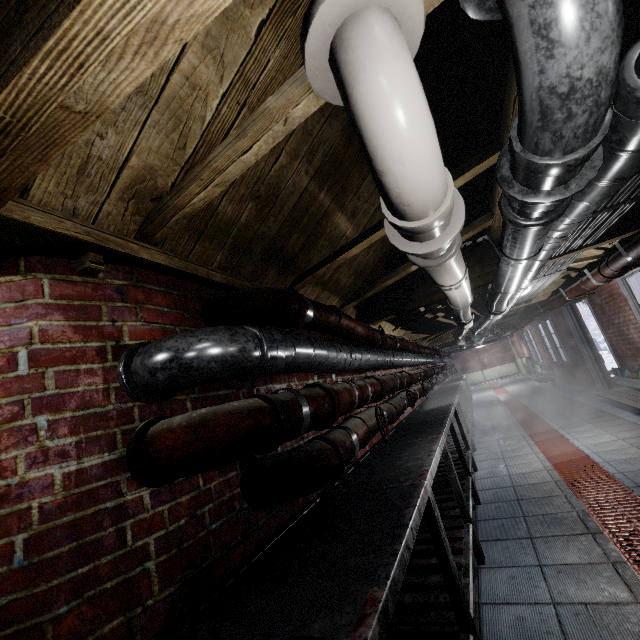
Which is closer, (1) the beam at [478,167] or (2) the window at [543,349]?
(1) the beam at [478,167]

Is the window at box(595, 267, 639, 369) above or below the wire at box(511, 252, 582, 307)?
below

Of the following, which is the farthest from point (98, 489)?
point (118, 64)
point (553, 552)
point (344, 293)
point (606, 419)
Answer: point (606, 419)

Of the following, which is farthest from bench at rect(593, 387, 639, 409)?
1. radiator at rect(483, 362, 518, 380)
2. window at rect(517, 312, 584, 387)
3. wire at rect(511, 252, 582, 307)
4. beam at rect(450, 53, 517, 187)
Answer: radiator at rect(483, 362, 518, 380)

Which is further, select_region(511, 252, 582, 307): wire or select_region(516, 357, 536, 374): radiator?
select_region(516, 357, 536, 374): radiator

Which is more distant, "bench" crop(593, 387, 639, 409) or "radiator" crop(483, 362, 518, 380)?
"radiator" crop(483, 362, 518, 380)

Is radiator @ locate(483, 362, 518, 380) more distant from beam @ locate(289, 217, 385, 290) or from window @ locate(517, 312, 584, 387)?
beam @ locate(289, 217, 385, 290)

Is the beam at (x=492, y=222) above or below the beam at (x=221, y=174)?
above
